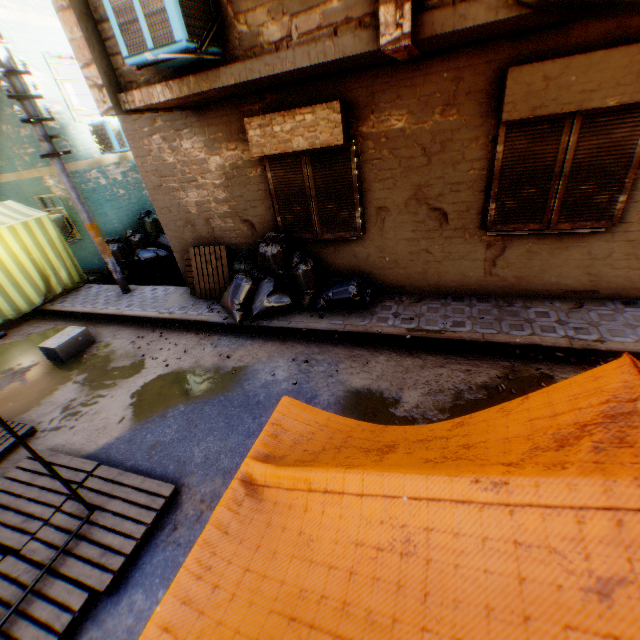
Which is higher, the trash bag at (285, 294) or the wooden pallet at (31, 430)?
the trash bag at (285, 294)

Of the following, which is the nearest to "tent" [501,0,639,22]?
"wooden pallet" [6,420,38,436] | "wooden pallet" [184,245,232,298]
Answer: "wooden pallet" [6,420,38,436]

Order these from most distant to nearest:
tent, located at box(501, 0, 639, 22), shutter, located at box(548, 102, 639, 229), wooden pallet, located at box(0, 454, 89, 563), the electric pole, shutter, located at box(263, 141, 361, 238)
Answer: the electric pole
shutter, located at box(263, 141, 361, 238)
shutter, located at box(548, 102, 639, 229)
wooden pallet, located at box(0, 454, 89, 563)
tent, located at box(501, 0, 639, 22)

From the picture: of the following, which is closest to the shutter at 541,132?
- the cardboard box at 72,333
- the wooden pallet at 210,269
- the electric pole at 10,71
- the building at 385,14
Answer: the building at 385,14

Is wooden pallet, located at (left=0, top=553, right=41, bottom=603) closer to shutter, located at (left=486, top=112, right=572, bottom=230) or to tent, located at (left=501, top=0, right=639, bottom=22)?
tent, located at (left=501, top=0, right=639, bottom=22)

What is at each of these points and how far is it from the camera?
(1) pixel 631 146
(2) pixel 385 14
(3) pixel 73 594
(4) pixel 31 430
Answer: (1) shutter, 4.1m
(2) building, 2.9m
(3) wooden pallet, 2.9m
(4) wooden pallet, 4.9m

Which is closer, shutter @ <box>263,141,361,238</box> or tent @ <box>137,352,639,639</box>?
tent @ <box>137,352,639,639</box>

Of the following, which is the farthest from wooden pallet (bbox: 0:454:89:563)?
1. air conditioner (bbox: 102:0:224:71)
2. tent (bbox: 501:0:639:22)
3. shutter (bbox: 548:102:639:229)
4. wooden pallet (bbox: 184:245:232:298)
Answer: wooden pallet (bbox: 184:245:232:298)
